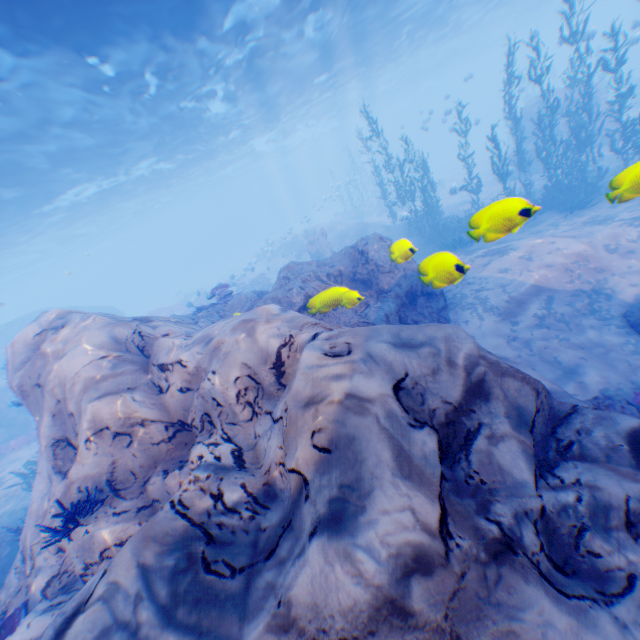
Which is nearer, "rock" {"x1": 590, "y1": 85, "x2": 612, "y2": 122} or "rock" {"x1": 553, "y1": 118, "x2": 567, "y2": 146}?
"rock" {"x1": 590, "y1": 85, "x2": 612, "y2": 122}

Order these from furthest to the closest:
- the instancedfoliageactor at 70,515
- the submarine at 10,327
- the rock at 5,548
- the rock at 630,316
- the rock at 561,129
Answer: the submarine at 10,327
the rock at 561,129
the rock at 5,548
the rock at 630,316
the instancedfoliageactor at 70,515

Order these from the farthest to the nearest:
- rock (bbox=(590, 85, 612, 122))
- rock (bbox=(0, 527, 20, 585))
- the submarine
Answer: the submarine → rock (bbox=(590, 85, 612, 122)) → rock (bbox=(0, 527, 20, 585))

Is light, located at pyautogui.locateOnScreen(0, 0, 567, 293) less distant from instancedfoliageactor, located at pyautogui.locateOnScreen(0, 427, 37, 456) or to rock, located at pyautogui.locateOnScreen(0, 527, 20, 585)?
rock, located at pyautogui.locateOnScreen(0, 527, 20, 585)

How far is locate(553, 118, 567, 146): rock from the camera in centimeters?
2158cm

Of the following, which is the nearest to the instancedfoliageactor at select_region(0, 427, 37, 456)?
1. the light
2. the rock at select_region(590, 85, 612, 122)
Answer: the rock at select_region(590, 85, 612, 122)

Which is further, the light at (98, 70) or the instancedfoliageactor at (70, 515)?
the light at (98, 70)

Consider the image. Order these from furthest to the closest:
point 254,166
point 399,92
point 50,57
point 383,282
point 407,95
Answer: point 407,95 < point 254,166 < point 399,92 < point 50,57 < point 383,282
